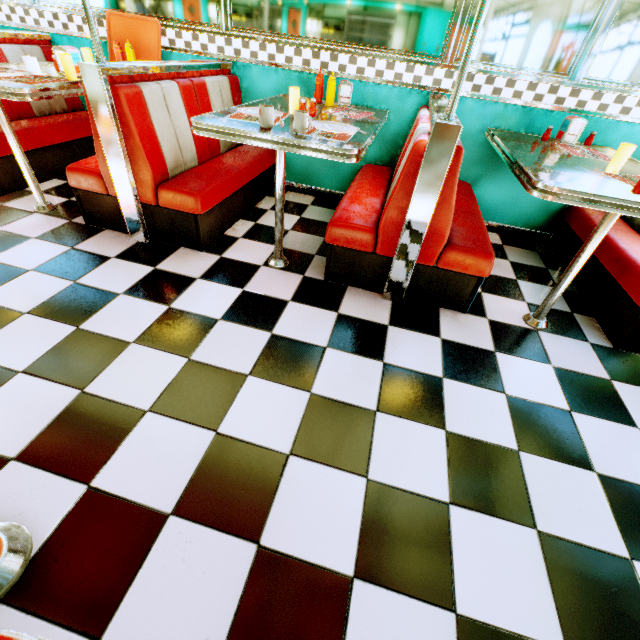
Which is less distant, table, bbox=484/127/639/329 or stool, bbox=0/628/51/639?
stool, bbox=0/628/51/639

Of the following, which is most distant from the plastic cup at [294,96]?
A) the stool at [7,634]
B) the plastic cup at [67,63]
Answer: the stool at [7,634]

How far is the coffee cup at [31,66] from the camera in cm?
231

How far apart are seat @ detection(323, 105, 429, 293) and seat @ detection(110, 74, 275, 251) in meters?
0.9 m

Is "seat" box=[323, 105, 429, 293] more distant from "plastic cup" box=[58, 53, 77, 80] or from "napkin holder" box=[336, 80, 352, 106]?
"plastic cup" box=[58, 53, 77, 80]

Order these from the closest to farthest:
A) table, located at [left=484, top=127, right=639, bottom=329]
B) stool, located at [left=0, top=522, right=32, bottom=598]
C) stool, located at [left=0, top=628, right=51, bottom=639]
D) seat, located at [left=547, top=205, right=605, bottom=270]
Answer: stool, located at [left=0, top=628, right=51, bottom=639], stool, located at [left=0, top=522, right=32, bottom=598], table, located at [left=484, top=127, right=639, bottom=329], seat, located at [left=547, top=205, right=605, bottom=270]

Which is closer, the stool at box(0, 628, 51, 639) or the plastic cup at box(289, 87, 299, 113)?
the stool at box(0, 628, 51, 639)

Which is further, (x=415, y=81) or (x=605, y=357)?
(x=415, y=81)
